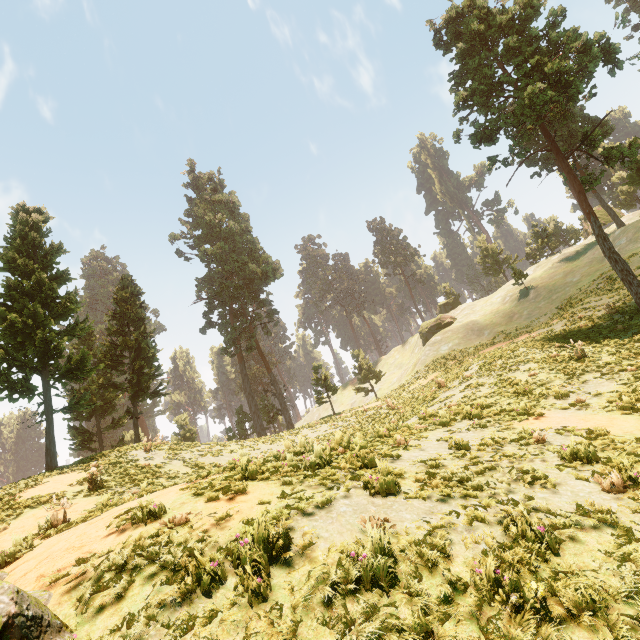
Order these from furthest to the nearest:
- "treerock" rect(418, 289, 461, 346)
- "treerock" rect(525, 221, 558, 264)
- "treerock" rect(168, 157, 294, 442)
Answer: "treerock" rect(525, 221, 558, 264), "treerock" rect(418, 289, 461, 346), "treerock" rect(168, 157, 294, 442)

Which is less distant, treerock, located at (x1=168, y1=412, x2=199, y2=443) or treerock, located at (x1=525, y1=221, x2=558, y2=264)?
treerock, located at (x1=168, y1=412, x2=199, y2=443)

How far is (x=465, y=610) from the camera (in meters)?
3.32

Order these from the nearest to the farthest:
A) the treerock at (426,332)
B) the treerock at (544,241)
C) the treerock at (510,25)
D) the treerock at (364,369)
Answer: the treerock at (510,25) < the treerock at (364,369) < the treerock at (426,332) < the treerock at (544,241)

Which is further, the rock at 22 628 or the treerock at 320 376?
the treerock at 320 376

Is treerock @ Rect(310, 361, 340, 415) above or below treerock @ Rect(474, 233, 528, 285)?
below

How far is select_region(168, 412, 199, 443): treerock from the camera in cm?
3995
